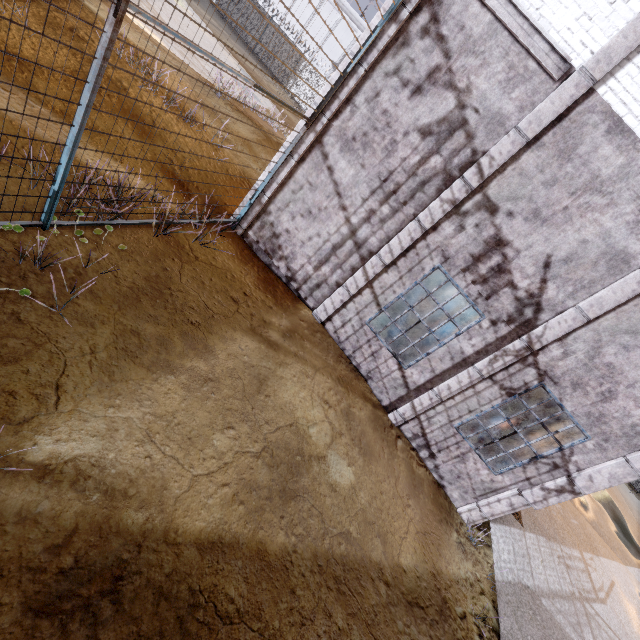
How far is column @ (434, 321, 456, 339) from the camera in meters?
10.8

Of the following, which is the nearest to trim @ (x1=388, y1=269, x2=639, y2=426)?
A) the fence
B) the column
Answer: the fence

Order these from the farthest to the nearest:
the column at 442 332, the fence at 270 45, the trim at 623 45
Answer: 1. the column at 442 332
2. the trim at 623 45
3. the fence at 270 45

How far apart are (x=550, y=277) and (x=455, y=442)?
3.95m

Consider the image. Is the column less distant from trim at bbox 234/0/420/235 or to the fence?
trim at bbox 234/0/420/235

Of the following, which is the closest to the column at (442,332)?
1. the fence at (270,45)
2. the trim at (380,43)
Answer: the trim at (380,43)
